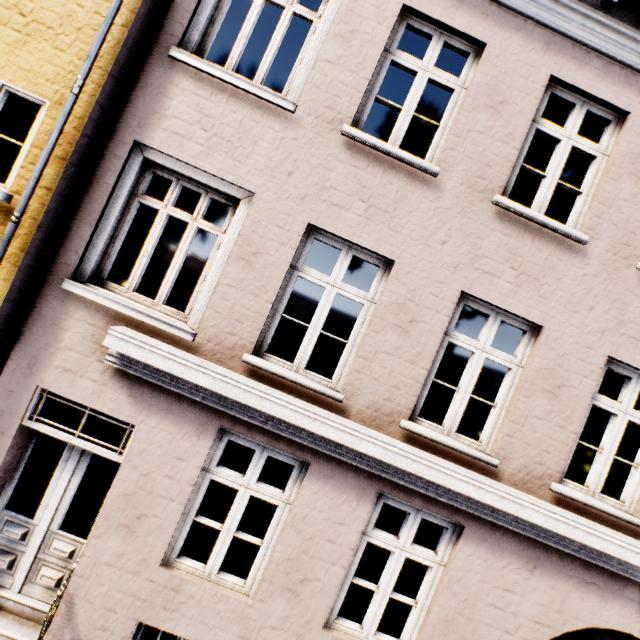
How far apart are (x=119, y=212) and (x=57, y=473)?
3.2m
